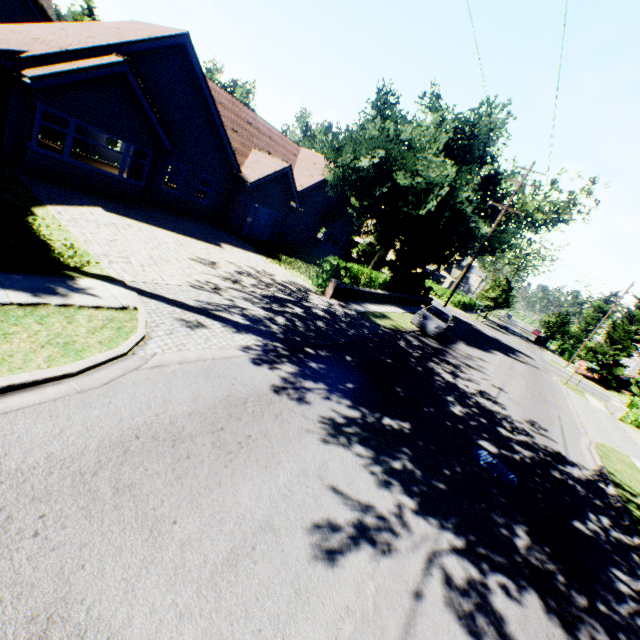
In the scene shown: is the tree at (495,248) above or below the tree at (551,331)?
above

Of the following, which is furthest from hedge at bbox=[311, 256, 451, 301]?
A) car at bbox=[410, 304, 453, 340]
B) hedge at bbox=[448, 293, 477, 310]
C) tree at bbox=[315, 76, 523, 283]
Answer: hedge at bbox=[448, 293, 477, 310]

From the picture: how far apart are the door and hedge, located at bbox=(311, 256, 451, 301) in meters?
8.8 m

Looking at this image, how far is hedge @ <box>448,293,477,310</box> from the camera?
45.3 meters

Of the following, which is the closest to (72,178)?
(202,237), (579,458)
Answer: (202,237)

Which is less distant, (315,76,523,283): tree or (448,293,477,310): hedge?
(315,76,523,283): tree

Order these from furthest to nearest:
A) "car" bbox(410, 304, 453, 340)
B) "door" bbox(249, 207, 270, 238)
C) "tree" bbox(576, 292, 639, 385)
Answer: "tree" bbox(576, 292, 639, 385)
"door" bbox(249, 207, 270, 238)
"car" bbox(410, 304, 453, 340)

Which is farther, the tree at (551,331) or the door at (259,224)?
the tree at (551,331)
